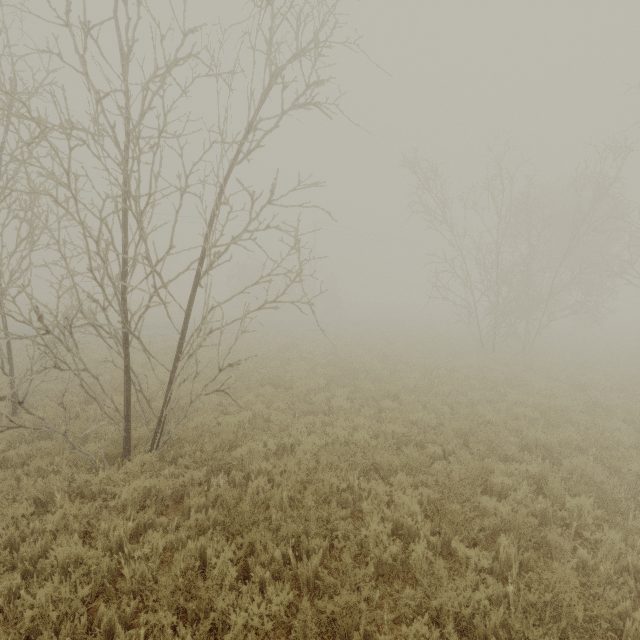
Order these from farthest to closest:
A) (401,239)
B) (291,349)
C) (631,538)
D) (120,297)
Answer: (401,239)
(120,297)
(291,349)
(631,538)
